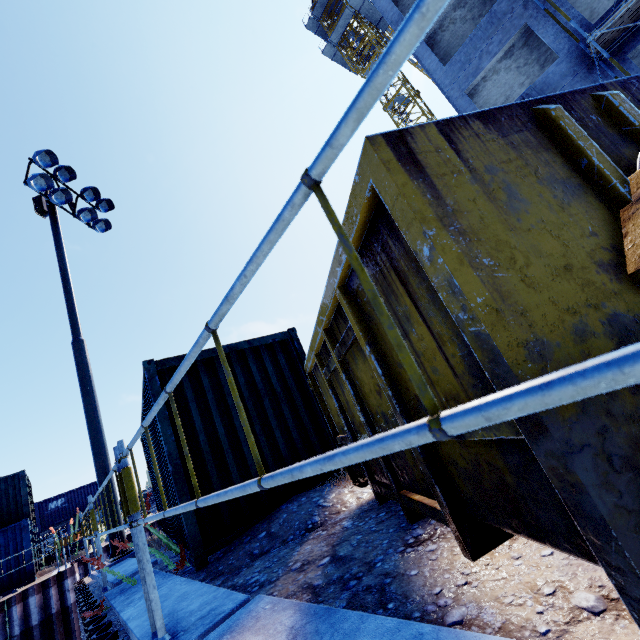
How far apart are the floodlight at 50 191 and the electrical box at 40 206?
0.51m

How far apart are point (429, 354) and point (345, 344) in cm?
97

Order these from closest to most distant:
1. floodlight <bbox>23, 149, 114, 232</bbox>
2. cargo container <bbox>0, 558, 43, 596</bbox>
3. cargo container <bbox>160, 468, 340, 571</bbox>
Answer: cargo container <bbox>160, 468, 340, 571</bbox>, floodlight <bbox>23, 149, 114, 232</bbox>, cargo container <bbox>0, 558, 43, 596</bbox>

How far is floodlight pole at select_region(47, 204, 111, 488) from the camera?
8.0m

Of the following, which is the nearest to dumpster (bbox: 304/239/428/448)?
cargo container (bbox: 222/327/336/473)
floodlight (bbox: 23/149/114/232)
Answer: cargo container (bbox: 222/327/336/473)

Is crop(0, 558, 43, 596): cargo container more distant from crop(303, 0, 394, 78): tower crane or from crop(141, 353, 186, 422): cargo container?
crop(303, 0, 394, 78): tower crane

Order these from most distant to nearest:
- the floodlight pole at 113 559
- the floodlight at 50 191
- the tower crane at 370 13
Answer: the tower crane at 370 13 → the floodlight at 50 191 → the floodlight pole at 113 559

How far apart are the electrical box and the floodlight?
0.5 meters
